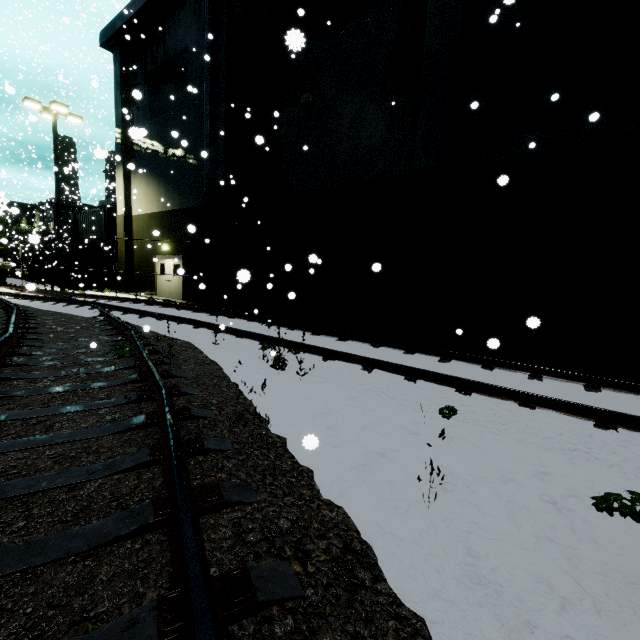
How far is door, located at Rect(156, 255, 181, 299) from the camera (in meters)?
18.00

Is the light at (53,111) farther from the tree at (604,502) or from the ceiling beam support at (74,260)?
the tree at (604,502)

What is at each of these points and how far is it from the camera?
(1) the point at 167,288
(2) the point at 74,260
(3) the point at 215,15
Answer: (1) door, 18.9m
(2) ceiling beam support, 24.7m
(3) vent duct, 11.8m

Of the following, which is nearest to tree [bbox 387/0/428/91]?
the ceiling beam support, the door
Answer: the door

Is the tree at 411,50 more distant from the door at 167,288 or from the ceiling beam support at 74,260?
the ceiling beam support at 74,260

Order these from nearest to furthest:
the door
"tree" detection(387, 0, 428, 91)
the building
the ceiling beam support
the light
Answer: the building, "tree" detection(387, 0, 428, 91), the light, the door, the ceiling beam support

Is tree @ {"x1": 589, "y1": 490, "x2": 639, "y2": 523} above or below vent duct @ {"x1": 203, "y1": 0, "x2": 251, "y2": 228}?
below

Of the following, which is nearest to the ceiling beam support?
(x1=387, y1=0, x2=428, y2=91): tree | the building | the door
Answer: the building
